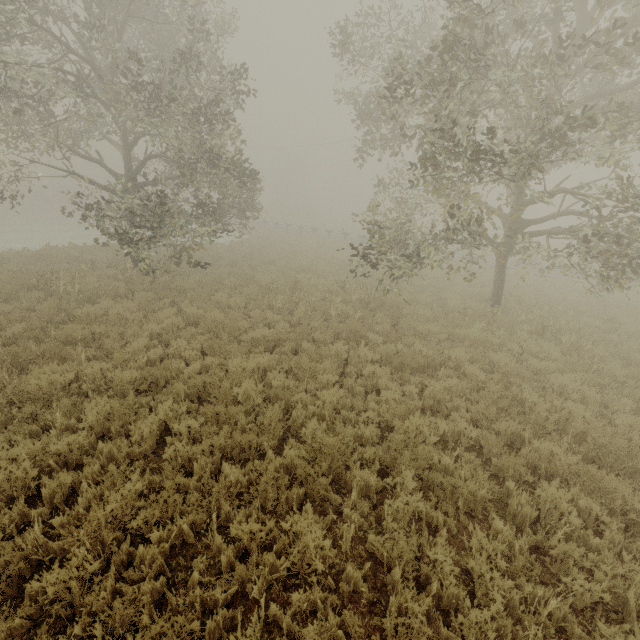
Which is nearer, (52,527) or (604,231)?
(52,527)

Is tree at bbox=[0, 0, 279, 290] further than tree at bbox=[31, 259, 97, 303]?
No

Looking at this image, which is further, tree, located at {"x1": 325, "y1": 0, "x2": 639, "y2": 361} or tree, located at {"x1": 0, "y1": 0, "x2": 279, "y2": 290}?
tree, located at {"x1": 0, "y1": 0, "x2": 279, "y2": 290}

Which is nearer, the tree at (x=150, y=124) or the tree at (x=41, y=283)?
the tree at (x=150, y=124)

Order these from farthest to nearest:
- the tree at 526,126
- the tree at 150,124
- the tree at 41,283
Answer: the tree at 41,283 < the tree at 150,124 < the tree at 526,126

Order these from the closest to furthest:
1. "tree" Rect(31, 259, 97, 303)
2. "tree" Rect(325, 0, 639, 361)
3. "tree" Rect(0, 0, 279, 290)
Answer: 1. "tree" Rect(325, 0, 639, 361)
2. "tree" Rect(0, 0, 279, 290)
3. "tree" Rect(31, 259, 97, 303)

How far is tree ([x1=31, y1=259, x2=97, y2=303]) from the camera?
10.7 meters
